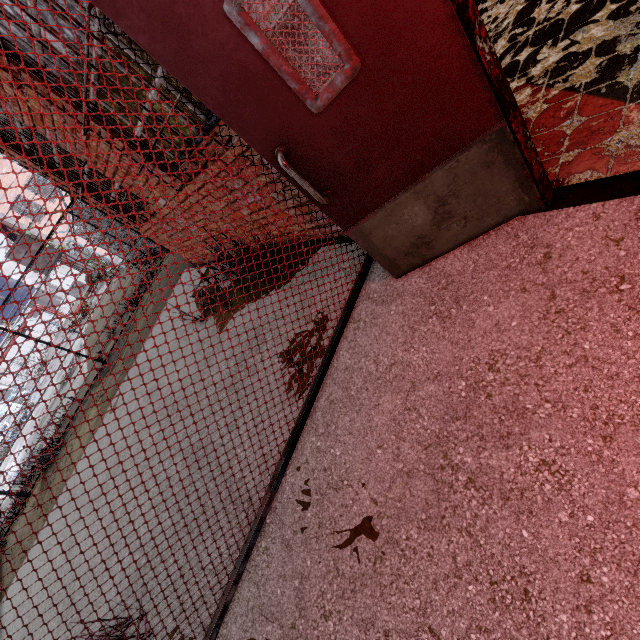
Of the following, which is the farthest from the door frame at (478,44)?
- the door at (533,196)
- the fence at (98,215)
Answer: the fence at (98,215)

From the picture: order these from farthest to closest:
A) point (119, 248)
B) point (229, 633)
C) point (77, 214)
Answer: point (77, 214) → point (119, 248) → point (229, 633)

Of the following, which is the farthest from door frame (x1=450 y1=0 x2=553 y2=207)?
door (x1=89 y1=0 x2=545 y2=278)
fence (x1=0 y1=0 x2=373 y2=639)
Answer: fence (x1=0 y1=0 x2=373 y2=639)

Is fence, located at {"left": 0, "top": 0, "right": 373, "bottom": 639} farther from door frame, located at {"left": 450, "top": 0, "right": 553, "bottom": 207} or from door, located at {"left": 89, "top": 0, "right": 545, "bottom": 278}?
door frame, located at {"left": 450, "top": 0, "right": 553, "bottom": 207}
